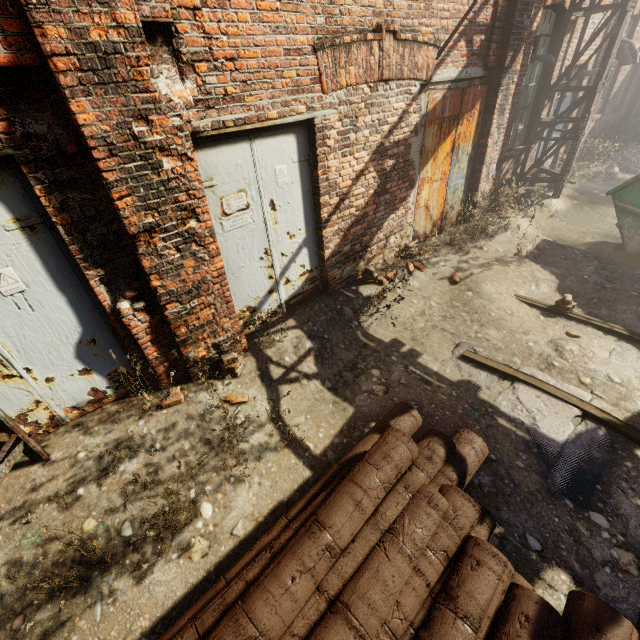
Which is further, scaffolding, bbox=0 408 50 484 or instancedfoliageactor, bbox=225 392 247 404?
instancedfoliageactor, bbox=225 392 247 404

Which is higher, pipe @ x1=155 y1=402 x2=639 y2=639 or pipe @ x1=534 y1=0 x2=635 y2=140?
pipe @ x1=534 y1=0 x2=635 y2=140

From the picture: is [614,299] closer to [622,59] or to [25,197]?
[25,197]

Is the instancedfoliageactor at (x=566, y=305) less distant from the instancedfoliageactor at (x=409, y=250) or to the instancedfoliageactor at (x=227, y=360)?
the instancedfoliageactor at (x=409, y=250)

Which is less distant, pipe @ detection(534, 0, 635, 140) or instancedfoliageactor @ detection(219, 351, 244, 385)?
instancedfoliageactor @ detection(219, 351, 244, 385)

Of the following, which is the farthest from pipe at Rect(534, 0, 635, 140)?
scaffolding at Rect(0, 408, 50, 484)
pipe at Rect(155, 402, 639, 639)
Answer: pipe at Rect(155, 402, 639, 639)

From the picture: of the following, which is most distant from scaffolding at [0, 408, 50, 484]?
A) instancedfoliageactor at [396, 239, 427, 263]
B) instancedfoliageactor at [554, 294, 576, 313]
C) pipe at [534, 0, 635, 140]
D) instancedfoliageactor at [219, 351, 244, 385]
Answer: instancedfoliageactor at [554, 294, 576, 313]

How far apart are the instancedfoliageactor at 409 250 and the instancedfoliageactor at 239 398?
3.82m
